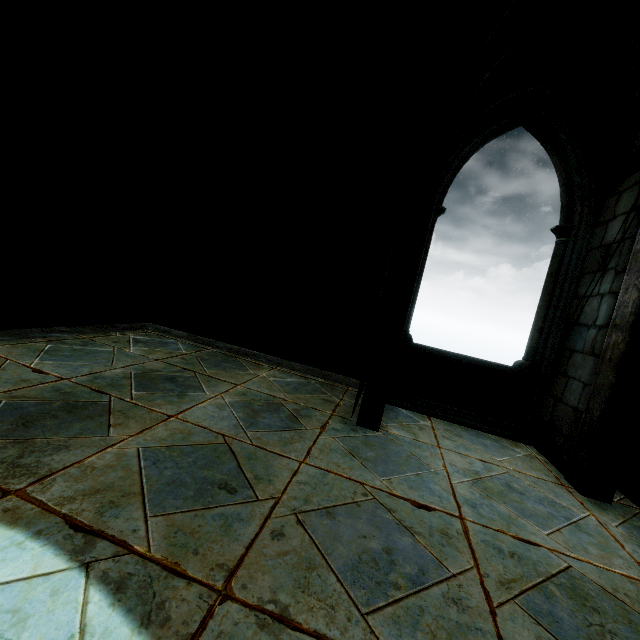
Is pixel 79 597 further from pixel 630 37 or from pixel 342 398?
pixel 630 37
